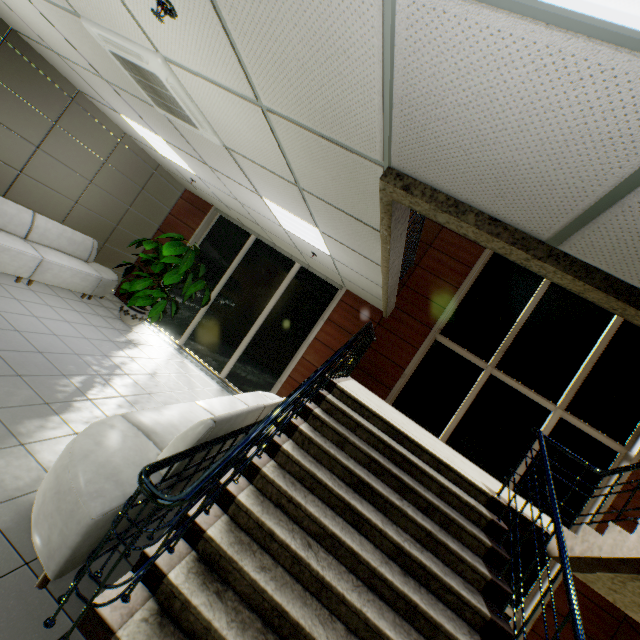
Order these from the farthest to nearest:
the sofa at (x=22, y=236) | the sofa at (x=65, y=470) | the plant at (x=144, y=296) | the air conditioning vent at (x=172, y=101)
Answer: the plant at (x=144, y=296) < the sofa at (x=22, y=236) < the air conditioning vent at (x=172, y=101) < the sofa at (x=65, y=470)

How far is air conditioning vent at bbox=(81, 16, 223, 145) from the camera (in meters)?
2.54

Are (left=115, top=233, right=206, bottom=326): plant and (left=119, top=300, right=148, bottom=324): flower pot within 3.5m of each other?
yes

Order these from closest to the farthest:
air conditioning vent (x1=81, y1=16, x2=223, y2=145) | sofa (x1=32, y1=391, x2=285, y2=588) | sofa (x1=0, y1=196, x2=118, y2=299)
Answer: sofa (x1=32, y1=391, x2=285, y2=588) < air conditioning vent (x1=81, y1=16, x2=223, y2=145) < sofa (x1=0, y1=196, x2=118, y2=299)

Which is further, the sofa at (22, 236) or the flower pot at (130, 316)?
the flower pot at (130, 316)

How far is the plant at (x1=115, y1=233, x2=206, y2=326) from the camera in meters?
6.5 m

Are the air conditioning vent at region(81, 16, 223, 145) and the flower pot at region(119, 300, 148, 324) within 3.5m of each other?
no

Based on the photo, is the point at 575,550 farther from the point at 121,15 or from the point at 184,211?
the point at 184,211
